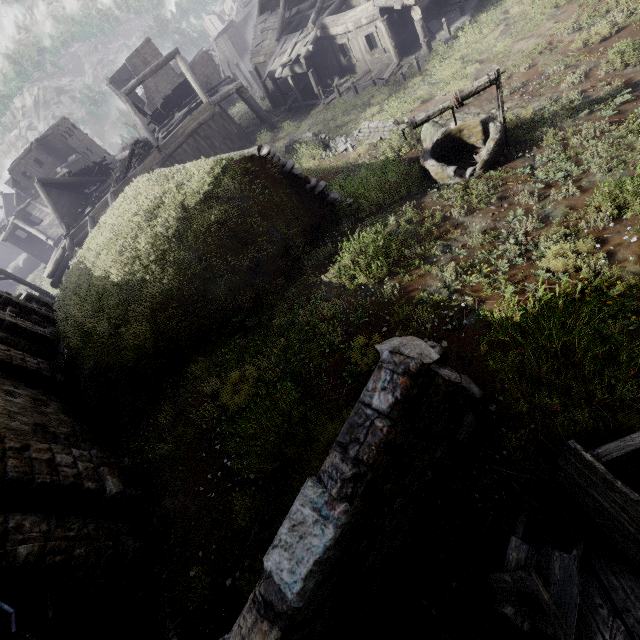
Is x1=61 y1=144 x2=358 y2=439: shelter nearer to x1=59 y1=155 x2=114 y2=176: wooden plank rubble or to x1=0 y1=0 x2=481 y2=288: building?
A: x1=0 y1=0 x2=481 y2=288: building

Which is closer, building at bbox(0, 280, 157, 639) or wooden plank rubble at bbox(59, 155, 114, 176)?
building at bbox(0, 280, 157, 639)

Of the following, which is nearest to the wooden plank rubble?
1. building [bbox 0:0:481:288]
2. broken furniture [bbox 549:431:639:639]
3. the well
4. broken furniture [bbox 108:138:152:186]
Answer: building [bbox 0:0:481:288]

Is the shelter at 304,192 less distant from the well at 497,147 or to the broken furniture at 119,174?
the well at 497,147

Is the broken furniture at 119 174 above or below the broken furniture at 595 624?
above

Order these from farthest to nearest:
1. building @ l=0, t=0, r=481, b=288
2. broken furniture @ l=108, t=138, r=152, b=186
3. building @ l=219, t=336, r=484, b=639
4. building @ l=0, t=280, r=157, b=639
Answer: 1. broken furniture @ l=108, t=138, r=152, b=186
2. building @ l=0, t=0, r=481, b=288
3. building @ l=0, t=280, r=157, b=639
4. building @ l=219, t=336, r=484, b=639

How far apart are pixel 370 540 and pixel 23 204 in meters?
49.4 m
